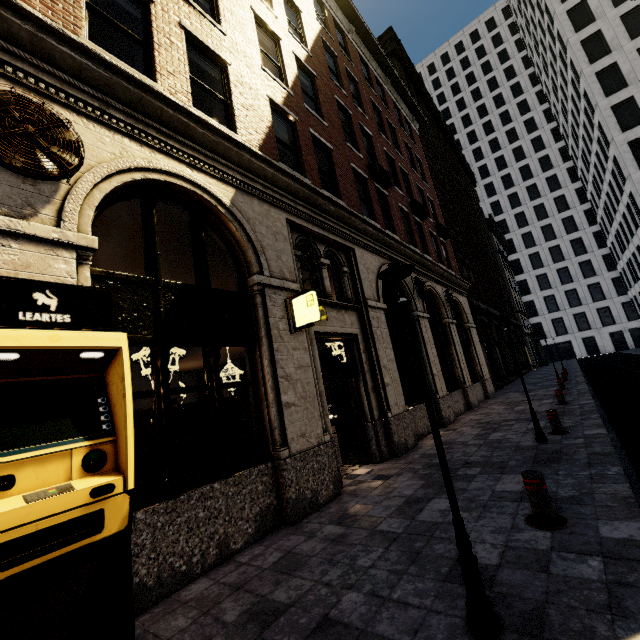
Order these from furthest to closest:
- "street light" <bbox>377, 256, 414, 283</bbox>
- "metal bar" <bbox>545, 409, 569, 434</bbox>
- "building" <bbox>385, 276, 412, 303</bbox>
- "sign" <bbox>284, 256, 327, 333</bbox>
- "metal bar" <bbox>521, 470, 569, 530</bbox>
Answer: "building" <bbox>385, 276, 412, 303</bbox> < "metal bar" <bbox>545, 409, 569, 434</bbox> < "sign" <bbox>284, 256, 327, 333</bbox> < "metal bar" <bbox>521, 470, 569, 530</bbox> < "street light" <bbox>377, 256, 414, 283</bbox>

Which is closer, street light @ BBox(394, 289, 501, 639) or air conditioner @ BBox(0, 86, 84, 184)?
street light @ BBox(394, 289, 501, 639)

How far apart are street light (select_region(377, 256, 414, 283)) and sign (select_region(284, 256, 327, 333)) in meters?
2.8

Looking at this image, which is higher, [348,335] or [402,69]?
[402,69]

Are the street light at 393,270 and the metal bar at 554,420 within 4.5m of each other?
no

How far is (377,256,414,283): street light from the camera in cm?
296

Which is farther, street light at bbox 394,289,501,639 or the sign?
the sign

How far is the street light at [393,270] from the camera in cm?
296
